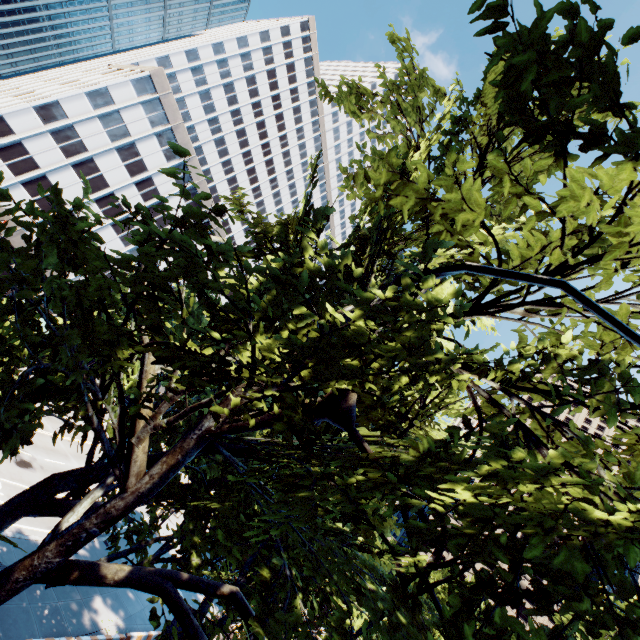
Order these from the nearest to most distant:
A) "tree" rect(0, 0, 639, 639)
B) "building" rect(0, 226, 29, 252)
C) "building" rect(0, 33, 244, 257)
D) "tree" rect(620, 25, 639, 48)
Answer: "tree" rect(620, 25, 639, 48) < "tree" rect(0, 0, 639, 639) < "building" rect(0, 33, 244, 257) < "building" rect(0, 226, 29, 252)

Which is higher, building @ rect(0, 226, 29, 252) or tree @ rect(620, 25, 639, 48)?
tree @ rect(620, 25, 639, 48)

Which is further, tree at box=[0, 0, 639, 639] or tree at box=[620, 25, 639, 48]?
tree at box=[0, 0, 639, 639]

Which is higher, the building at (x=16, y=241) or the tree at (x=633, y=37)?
the tree at (x=633, y=37)

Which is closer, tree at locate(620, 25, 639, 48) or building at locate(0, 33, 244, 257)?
tree at locate(620, 25, 639, 48)

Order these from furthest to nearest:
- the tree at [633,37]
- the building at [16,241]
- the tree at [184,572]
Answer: the building at [16,241]
the tree at [184,572]
the tree at [633,37]

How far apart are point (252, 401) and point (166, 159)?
→ 50.78m
